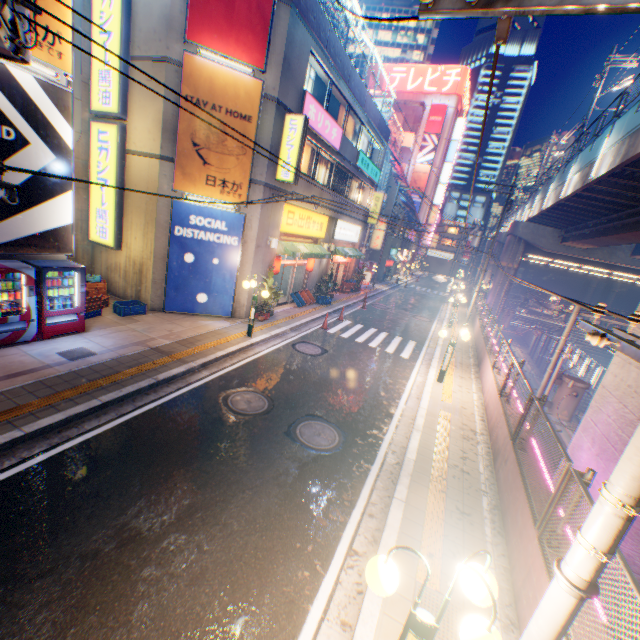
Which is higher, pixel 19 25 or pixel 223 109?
pixel 223 109

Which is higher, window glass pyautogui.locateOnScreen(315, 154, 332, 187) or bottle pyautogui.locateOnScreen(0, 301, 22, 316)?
window glass pyautogui.locateOnScreen(315, 154, 332, 187)

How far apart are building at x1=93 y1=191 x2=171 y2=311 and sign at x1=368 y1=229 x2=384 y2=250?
25.2 meters

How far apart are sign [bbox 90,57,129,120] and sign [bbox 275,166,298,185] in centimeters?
548cm

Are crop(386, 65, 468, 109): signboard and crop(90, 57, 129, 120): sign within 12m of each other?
no

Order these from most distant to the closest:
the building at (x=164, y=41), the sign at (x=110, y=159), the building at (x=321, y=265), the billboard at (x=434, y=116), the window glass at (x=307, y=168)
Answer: the billboard at (x=434, y=116), the building at (x=321, y=265), the window glass at (x=307, y=168), the sign at (x=110, y=159), the building at (x=164, y=41)

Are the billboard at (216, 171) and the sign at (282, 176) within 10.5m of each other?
yes

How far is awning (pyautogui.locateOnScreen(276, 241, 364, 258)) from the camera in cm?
1523
